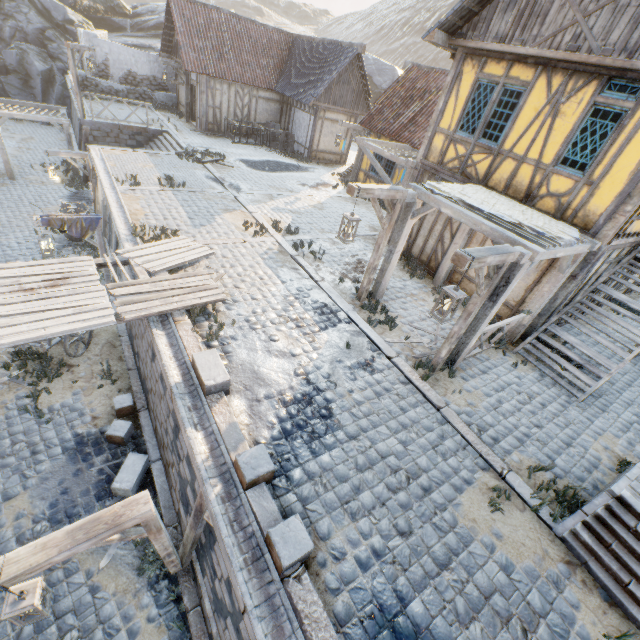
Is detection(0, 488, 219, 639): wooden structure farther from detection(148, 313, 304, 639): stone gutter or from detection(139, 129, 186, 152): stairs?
detection(139, 129, 186, 152): stairs

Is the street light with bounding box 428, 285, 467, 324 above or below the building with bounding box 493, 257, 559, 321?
above

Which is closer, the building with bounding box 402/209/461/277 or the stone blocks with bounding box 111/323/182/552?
the stone blocks with bounding box 111/323/182/552

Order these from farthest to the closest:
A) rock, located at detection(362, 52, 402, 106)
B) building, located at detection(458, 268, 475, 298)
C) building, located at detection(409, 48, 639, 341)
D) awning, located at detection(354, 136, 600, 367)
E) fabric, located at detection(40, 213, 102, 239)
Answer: rock, located at detection(362, 52, 402, 106) < building, located at detection(458, 268, 475, 298) < fabric, located at detection(40, 213, 102, 239) < building, located at detection(409, 48, 639, 341) < awning, located at detection(354, 136, 600, 367)

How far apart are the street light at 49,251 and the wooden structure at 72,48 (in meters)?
11.14

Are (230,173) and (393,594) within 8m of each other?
no

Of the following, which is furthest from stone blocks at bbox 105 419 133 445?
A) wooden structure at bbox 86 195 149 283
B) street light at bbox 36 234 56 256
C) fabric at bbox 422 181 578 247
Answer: fabric at bbox 422 181 578 247

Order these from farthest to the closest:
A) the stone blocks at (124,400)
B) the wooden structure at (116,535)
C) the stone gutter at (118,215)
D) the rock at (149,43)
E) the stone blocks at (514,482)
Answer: the rock at (149,43) < the stone gutter at (118,215) < the stone blocks at (124,400) < the stone blocks at (514,482) < the wooden structure at (116,535)
